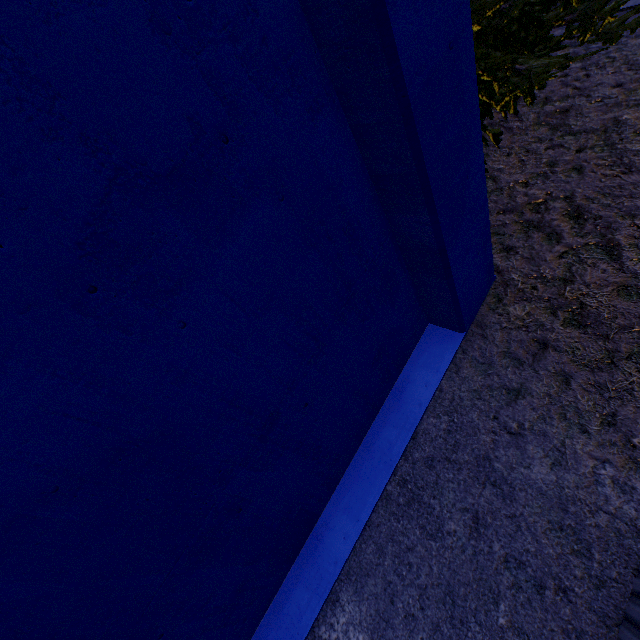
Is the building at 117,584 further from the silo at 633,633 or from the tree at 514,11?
the silo at 633,633

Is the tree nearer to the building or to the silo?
the building

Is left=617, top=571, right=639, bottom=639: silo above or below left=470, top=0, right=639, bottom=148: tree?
below

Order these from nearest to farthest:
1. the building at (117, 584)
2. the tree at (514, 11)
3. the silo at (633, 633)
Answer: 1. the building at (117, 584)
2. the silo at (633, 633)
3. the tree at (514, 11)

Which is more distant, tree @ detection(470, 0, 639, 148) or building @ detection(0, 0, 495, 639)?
tree @ detection(470, 0, 639, 148)

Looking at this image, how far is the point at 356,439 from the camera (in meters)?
3.95

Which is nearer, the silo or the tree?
the silo

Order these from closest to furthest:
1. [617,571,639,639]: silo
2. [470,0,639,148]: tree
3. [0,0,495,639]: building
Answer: [0,0,495,639]: building, [617,571,639,639]: silo, [470,0,639,148]: tree
